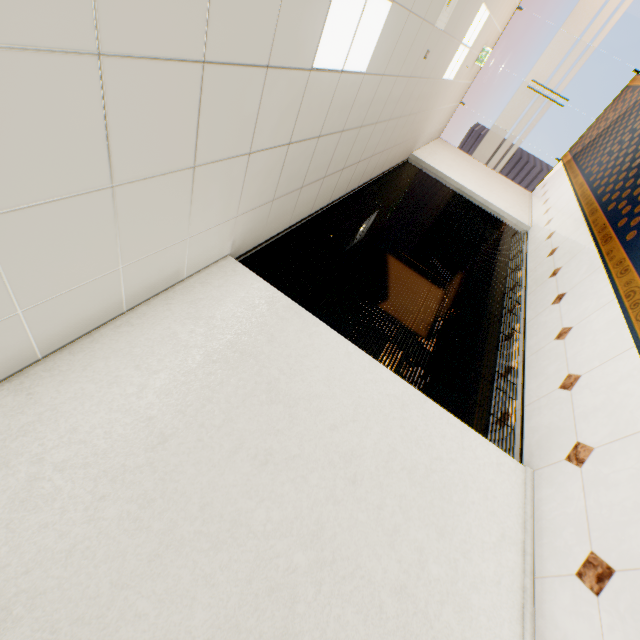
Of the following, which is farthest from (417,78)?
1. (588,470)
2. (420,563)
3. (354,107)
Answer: (420,563)

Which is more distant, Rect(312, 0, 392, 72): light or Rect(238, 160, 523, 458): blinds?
Rect(238, 160, 523, 458): blinds

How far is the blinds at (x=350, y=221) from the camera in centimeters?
302cm

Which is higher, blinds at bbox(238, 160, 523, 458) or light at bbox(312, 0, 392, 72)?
light at bbox(312, 0, 392, 72)

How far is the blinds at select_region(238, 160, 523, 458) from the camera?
3.02m

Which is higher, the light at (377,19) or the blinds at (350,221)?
the light at (377,19)
